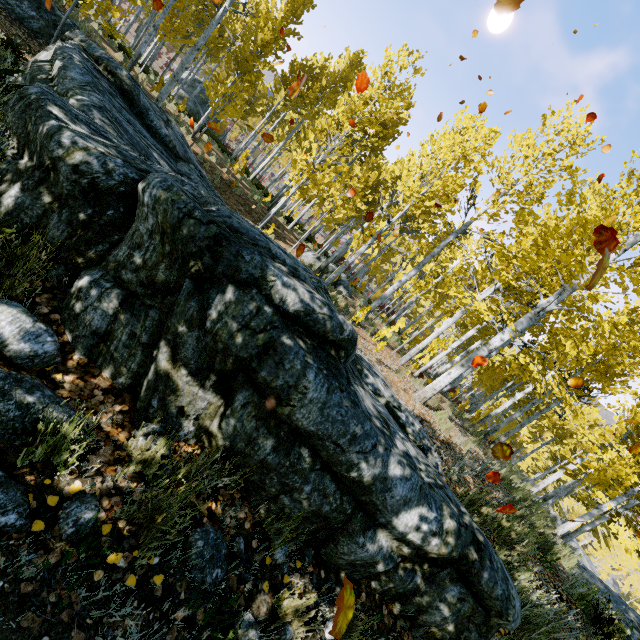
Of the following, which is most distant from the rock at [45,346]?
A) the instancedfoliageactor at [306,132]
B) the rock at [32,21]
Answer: the rock at [32,21]

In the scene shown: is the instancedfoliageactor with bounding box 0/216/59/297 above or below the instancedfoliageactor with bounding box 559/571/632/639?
below

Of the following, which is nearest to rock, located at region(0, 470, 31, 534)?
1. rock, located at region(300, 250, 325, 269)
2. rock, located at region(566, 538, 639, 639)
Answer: rock, located at region(566, 538, 639, 639)

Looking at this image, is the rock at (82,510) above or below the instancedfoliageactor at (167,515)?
below

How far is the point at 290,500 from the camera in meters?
2.3

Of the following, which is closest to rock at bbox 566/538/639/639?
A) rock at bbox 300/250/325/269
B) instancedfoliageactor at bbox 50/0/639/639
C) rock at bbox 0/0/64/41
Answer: instancedfoliageactor at bbox 50/0/639/639

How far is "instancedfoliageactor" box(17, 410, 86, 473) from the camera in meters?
1.7 m

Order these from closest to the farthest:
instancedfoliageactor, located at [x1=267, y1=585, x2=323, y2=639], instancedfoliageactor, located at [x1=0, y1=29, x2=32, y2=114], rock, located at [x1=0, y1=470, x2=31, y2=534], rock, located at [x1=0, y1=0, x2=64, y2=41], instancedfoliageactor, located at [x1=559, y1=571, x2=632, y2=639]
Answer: rock, located at [x1=0, y1=470, x2=31, y2=534] < instancedfoliageactor, located at [x1=267, y1=585, x2=323, y2=639] < instancedfoliageactor, located at [x1=0, y1=29, x2=32, y2=114] < instancedfoliageactor, located at [x1=559, y1=571, x2=632, y2=639] < rock, located at [x1=0, y1=0, x2=64, y2=41]
